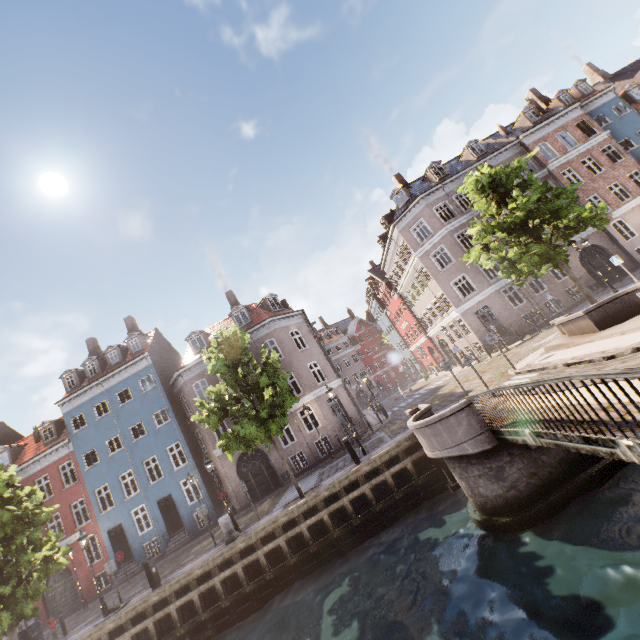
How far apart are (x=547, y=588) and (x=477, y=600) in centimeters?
149cm

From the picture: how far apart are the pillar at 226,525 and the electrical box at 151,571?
3.0 meters

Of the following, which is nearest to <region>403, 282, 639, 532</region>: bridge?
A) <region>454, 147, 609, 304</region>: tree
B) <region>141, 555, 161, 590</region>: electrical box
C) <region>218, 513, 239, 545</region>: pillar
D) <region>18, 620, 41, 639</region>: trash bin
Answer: <region>454, 147, 609, 304</region>: tree

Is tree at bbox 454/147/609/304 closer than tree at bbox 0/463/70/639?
No

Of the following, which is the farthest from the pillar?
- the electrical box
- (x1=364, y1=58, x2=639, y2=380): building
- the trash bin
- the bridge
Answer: the trash bin

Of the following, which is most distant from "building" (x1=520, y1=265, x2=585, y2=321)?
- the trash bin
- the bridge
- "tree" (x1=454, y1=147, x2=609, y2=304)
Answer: the bridge

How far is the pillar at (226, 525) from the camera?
14.1 meters

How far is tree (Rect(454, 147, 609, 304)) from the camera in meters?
14.5
